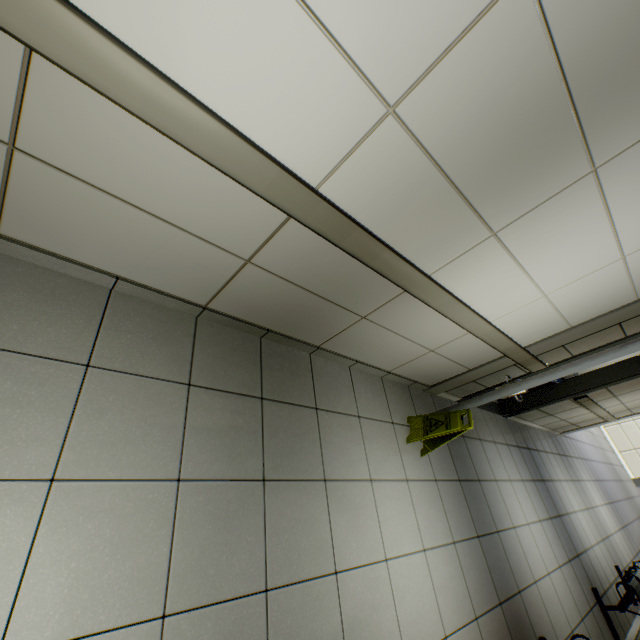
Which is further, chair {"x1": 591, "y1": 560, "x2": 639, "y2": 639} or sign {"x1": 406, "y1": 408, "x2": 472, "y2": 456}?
chair {"x1": 591, "y1": 560, "x2": 639, "y2": 639}

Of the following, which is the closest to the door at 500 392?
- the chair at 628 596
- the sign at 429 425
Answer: the sign at 429 425

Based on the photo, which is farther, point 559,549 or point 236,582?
point 559,549

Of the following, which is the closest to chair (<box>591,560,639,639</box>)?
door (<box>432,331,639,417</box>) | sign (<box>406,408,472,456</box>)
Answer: door (<box>432,331,639,417</box>)

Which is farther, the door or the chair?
the chair

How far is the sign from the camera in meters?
2.9

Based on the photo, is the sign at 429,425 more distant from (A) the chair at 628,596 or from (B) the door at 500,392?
(A) the chair at 628,596
